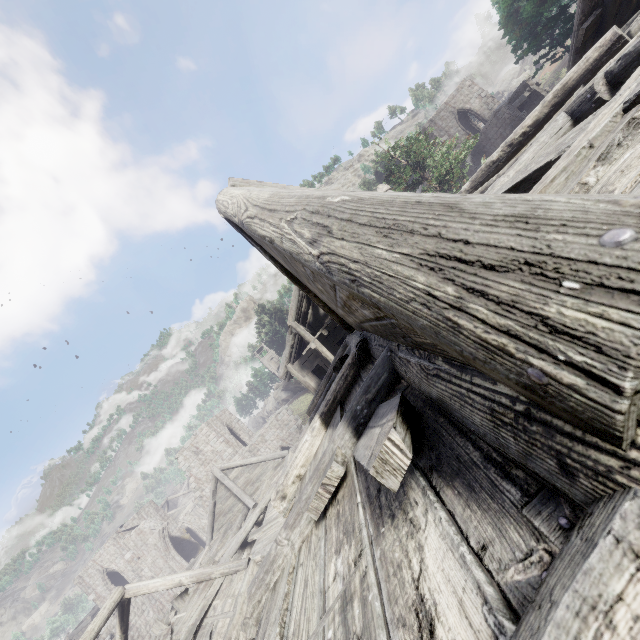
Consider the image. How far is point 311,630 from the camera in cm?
155

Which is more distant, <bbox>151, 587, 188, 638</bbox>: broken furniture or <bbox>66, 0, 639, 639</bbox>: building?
<bbox>151, 587, 188, 638</bbox>: broken furniture

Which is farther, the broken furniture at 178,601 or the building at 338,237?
the broken furniture at 178,601
